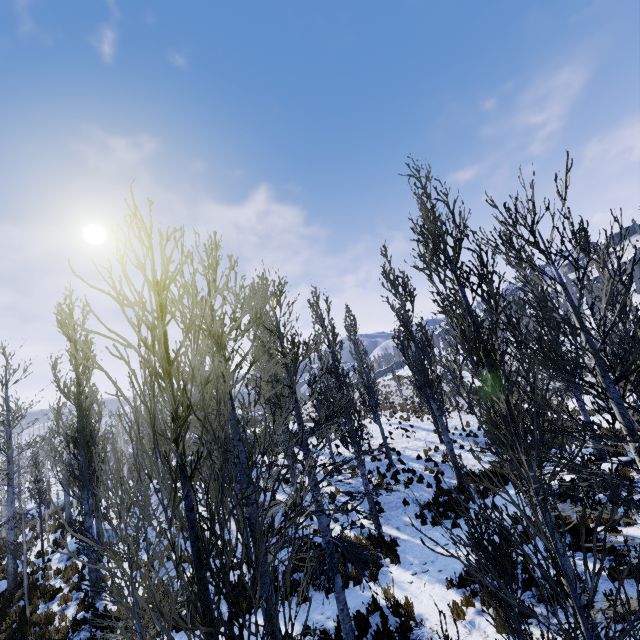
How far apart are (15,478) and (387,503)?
29.1 meters
